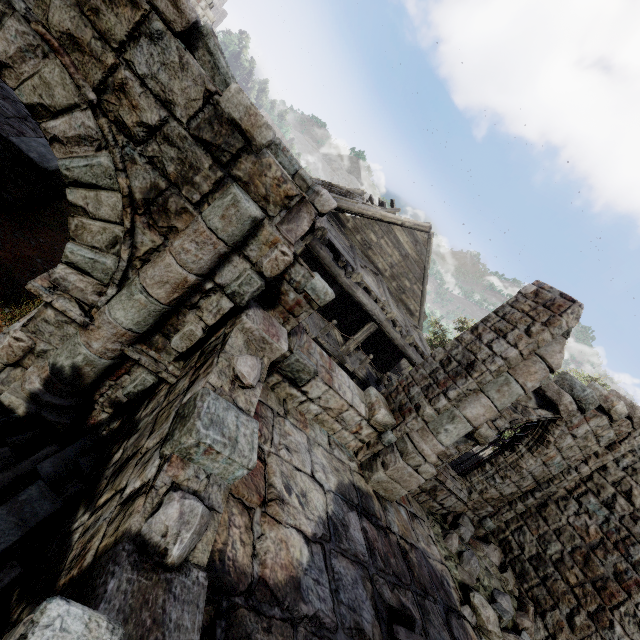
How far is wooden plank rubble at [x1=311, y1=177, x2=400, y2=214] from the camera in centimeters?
1379cm

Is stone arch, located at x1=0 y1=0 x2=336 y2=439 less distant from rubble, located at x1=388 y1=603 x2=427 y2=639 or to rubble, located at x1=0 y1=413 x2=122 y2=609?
rubble, located at x1=0 y1=413 x2=122 y2=609

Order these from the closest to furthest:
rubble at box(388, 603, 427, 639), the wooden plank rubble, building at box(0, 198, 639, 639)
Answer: building at box(0, 198, 639, 639) < rubble at box(388, 603, 427, 639) < the wooden plank rubble

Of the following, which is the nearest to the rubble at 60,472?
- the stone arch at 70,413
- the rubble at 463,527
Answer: the stone arch at 70,413

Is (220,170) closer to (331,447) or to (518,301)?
(331,447)

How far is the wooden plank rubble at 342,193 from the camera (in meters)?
13.79

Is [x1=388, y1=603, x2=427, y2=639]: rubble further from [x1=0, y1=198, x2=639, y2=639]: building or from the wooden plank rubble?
the wooden plank rubble

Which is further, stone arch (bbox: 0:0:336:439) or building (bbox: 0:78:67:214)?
building (bbox: 0:78:67:214)
